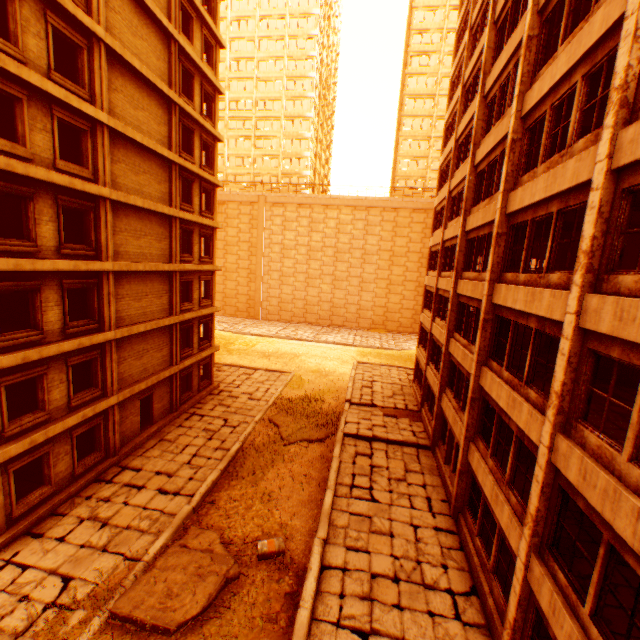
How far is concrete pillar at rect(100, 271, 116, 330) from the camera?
14.1 meters

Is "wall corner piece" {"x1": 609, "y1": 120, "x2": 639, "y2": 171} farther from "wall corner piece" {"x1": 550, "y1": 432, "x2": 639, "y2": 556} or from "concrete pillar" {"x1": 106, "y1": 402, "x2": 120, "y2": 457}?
"concrete pillar" {"x1": 106, "y1": 402, "x2": 120, "y2": 457}

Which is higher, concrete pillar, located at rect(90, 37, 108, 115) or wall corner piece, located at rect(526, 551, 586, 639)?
concrete pillar, located at rect(90, 37, 108, 115)

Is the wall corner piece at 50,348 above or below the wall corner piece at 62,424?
above

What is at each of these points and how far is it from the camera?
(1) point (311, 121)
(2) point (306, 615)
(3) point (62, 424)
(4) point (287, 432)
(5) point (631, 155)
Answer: (1) building, 53.09m
(2) concrete curb, 8.75m
(3) wall corner piece, 12.47m
(4) floor rubble, 19.00m
(5) wall corner piece, 5.55m

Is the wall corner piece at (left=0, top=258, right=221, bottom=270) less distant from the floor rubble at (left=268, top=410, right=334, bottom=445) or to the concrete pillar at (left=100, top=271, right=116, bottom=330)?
the concrete pillar at (left=100, top=271, right=116, bottom=330)

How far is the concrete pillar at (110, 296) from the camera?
14.07m

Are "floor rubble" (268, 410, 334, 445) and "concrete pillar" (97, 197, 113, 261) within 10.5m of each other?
no
